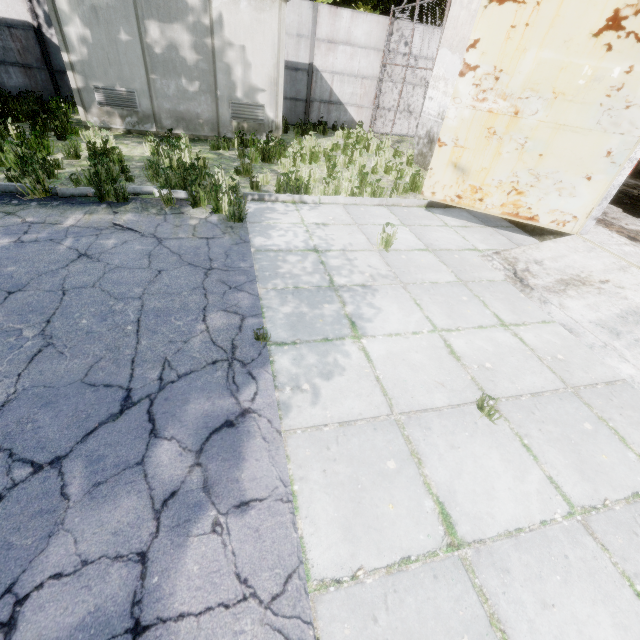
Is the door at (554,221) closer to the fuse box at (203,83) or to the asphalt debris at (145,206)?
the asphalt debris at (145,206)

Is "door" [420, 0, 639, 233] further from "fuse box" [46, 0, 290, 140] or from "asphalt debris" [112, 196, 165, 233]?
"fuse box" [46, 0, 290, 140]

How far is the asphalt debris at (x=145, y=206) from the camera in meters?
4.8 m

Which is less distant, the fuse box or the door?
the door

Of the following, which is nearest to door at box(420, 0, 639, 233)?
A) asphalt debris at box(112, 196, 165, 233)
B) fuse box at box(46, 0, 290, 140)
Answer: asphalt debris at box(112, 196, 165, 233)

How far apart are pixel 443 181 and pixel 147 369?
5.8m

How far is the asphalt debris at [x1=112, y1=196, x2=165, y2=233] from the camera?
4.75m

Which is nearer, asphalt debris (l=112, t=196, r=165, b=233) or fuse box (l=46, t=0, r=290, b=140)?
asphalt debris (l=112, t=196, r=165, b=233)
